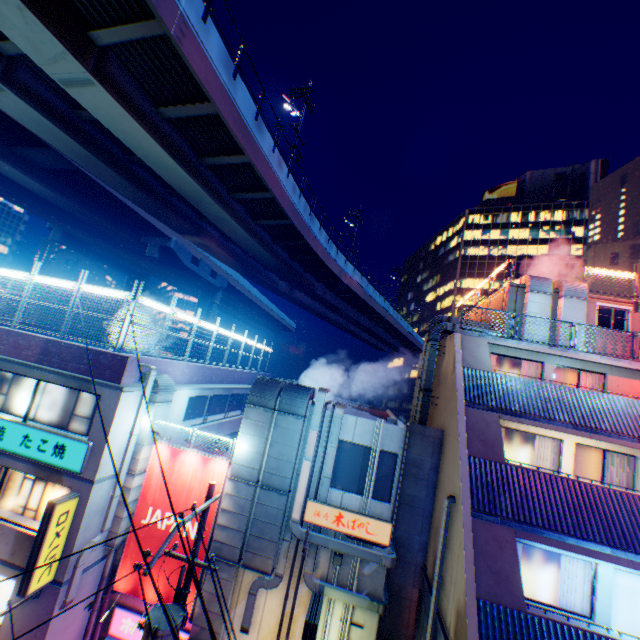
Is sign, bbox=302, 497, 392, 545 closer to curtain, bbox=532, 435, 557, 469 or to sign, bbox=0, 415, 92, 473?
curtain, bbox=532, 435, 557, 469

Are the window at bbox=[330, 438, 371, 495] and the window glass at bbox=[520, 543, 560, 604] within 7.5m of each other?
yes

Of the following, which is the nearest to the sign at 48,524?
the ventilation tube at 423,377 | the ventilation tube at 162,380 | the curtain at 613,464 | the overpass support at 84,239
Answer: the ventilation tube at 162,380

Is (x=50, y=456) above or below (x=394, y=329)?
below

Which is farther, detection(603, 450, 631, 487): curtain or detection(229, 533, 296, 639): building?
detection(603, 450, 631, 487): curtain

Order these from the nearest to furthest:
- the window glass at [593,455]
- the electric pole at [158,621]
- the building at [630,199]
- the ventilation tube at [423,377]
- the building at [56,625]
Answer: the electric pole at [158,621] → the building at [56,625] → the window glass at [593,455] → the ventilation tube at [423,377] → the building at [630,199]

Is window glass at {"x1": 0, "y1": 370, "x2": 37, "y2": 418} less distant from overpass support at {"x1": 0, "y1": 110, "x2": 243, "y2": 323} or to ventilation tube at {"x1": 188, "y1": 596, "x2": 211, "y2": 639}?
ventilation tube at {"x1": 188, "y1": 596, "x2": 211, "y2": 639}

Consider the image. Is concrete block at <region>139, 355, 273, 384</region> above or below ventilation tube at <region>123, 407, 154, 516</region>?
above
